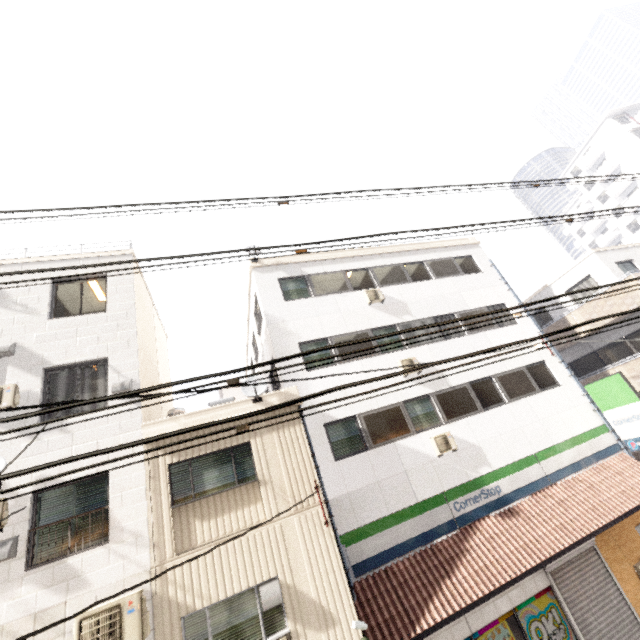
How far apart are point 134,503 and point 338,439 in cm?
565

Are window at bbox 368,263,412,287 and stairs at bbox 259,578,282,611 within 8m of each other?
no

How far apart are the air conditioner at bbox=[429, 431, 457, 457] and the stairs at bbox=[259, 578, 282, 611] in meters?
5.9

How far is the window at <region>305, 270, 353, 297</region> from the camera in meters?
13.1

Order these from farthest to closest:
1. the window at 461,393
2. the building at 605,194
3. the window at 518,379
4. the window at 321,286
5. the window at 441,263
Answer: the building at 605,194
the window at 441,263
the window at 321,286
the window at 518,379
the window at 461,393

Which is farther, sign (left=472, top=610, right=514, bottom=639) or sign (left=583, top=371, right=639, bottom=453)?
sign (left=583, top=371, right=639, bottom=453)

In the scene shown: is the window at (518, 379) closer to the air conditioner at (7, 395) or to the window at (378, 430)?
the window at (378, 430)

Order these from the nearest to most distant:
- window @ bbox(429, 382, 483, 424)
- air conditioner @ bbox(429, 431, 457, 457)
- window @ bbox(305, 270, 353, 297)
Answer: air conditioner @ bbox(429, 431, 457, 457) < window @ bbox(429, 382, 483, 424) < window @ bbox(305, 270, 353, 297)
